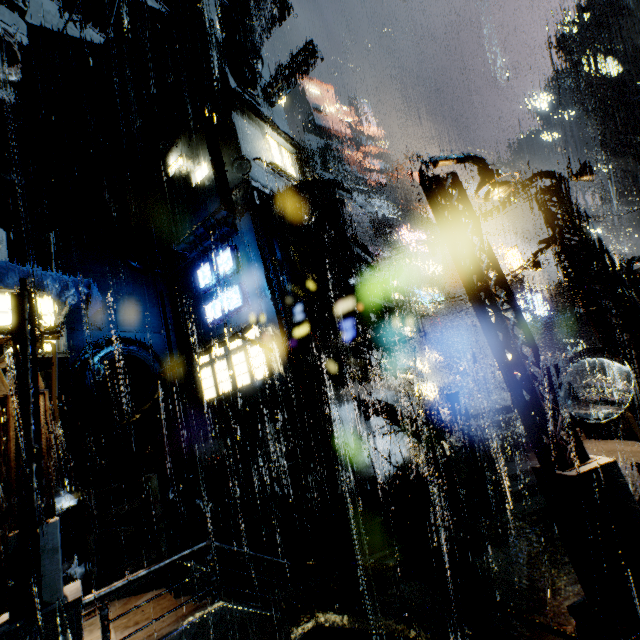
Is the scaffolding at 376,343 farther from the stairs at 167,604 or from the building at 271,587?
the stairs at 167,604

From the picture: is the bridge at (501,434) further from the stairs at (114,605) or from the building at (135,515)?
the stairs at (114,605)

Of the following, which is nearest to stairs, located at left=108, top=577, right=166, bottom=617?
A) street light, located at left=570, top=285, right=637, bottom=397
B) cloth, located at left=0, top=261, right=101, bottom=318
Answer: cloth, located at left=0, top=261, right=101, bottom=318

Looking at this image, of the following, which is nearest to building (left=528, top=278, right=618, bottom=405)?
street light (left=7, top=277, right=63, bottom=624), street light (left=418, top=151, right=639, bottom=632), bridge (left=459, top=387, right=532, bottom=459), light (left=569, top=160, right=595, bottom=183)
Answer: bridge (left=459, top=387, right=532, bottom=459)

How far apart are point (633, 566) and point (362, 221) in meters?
17.9

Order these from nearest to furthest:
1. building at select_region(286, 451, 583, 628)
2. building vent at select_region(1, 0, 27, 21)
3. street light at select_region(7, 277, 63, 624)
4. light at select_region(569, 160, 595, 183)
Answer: street light at select_region(7, 277, 63, 624) < building at select_region(286, 451, 583, 628) < light at select_region(569, 160, 595, 183) < building vent at select_region(1, 0, 27, 21)

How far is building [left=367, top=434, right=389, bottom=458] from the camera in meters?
17.2 m

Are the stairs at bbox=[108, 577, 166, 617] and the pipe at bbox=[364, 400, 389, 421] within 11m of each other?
yes
